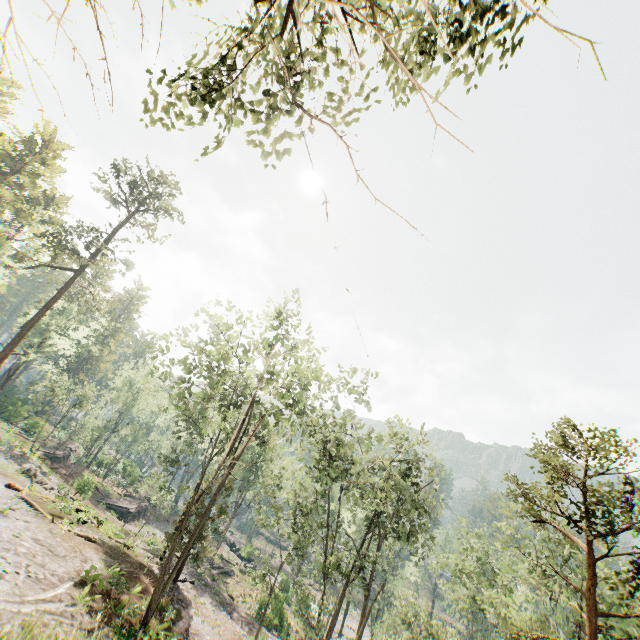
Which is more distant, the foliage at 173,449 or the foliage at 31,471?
the foliage at 173,449

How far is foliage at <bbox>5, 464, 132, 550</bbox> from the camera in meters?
21.7

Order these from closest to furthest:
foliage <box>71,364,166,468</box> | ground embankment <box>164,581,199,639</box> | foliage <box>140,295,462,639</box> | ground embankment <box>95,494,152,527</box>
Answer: ground embankment <box>164,581,199,639</box>
foliage <box>140,295,462,639</box>
foliage <box>71,364,166,468</box>
ground embankment <box>95,494,152,527</box>

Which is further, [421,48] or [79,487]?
[79,487]

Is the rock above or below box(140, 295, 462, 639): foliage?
below

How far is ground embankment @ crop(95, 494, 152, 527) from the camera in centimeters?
4214cm

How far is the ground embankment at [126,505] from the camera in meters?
42.1

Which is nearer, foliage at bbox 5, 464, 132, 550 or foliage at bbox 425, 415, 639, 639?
foliage at bbox 425, 415, 639, 639
